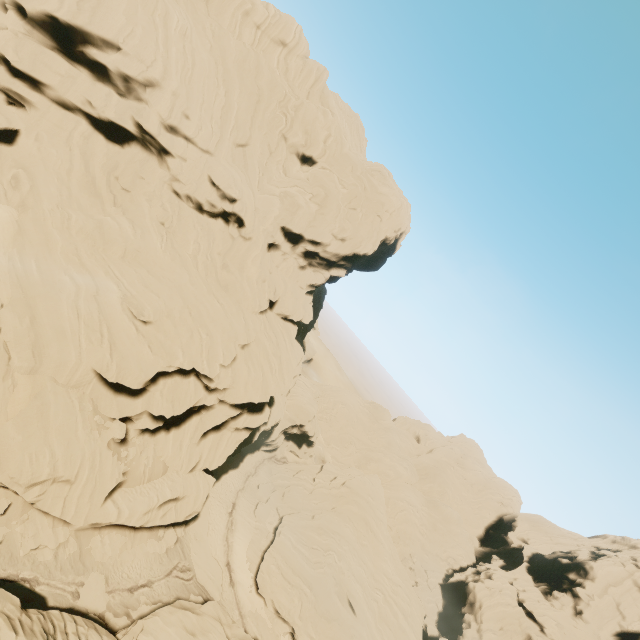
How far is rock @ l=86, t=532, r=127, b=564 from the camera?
24.0 meters

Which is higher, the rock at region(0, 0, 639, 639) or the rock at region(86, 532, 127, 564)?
the rock at region(0, 0, 639, 639)

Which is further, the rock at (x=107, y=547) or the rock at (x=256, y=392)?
the rock at (x=107, y=547)

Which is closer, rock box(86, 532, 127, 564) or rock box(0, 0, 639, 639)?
rock box(0, 0, 639, 639)

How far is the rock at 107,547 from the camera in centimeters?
2400cm

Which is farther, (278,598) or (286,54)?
(286,54)
